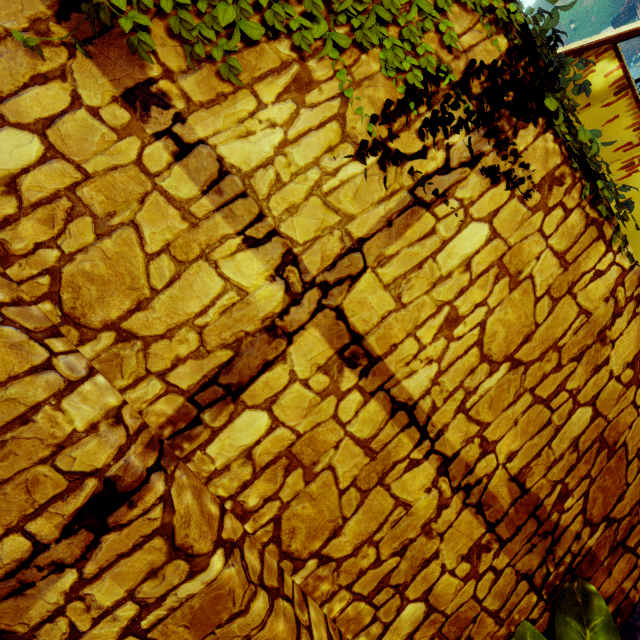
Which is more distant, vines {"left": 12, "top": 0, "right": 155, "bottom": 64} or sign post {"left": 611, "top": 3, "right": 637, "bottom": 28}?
sign post {"left": 611, "top": 3, "right": 637, "bottom": 28}

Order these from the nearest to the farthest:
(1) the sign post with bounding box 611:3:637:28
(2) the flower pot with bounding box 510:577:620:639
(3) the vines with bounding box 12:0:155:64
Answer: (3) the vines with bounding box 12:0:155:64 < (2) the flower pot with bounding box 510:577:620:639 < (1) the sign post with bounding box 611:3:637:28

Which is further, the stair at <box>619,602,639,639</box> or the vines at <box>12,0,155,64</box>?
the stair at <box>619,602,639,639</box>

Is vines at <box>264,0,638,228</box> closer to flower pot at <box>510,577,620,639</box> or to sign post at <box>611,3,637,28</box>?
flower pot at <box>510,577,620,639</box>

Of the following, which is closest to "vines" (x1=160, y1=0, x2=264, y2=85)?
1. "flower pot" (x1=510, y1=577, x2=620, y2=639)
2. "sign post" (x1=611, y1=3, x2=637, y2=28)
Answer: "flower pot" (x1=510, y1=577, x2=620, y2=639)

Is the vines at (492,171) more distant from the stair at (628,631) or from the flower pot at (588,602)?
the flower pot at (588,602)

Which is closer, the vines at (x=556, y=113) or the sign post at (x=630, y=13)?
the vines at (x=556, y=113)

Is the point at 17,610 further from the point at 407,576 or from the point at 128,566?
the point at 407,576
